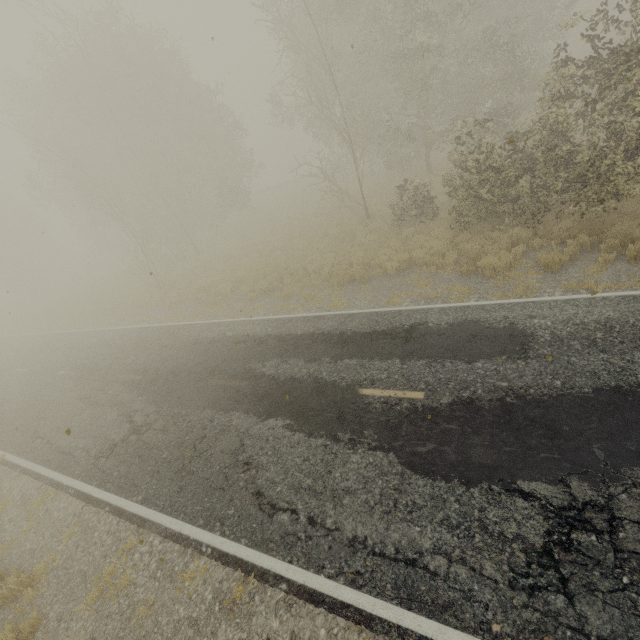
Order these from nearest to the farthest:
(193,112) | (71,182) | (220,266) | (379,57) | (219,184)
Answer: (379,57) < (220,266) < (193,112) < (219,184) < (71,182)
